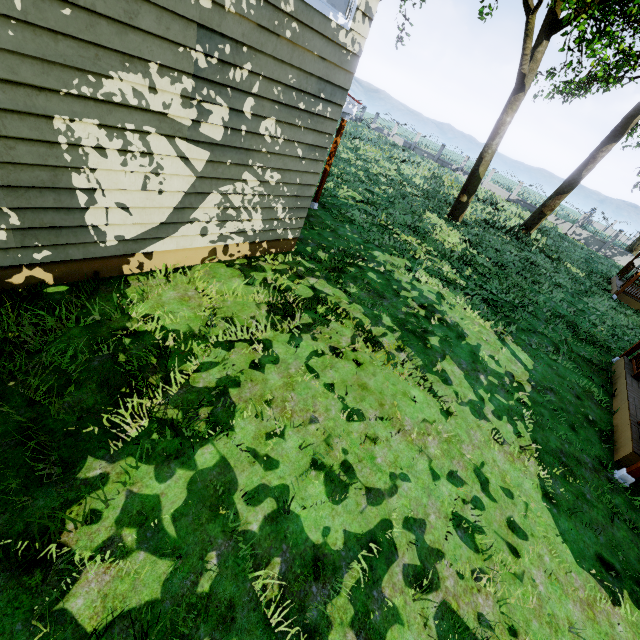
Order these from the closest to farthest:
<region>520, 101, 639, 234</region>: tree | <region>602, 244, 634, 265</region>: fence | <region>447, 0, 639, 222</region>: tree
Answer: <region>447, 0, 639, 222</region>: tree, <region>520, 101, 639, 234</region>: tree, <region>602, 244, 634, 265</region>: fence

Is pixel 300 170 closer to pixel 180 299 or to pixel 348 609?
pixel 180 299

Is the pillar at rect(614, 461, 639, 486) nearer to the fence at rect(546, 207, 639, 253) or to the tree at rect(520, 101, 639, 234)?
the tree at rect(520, 101, 639, 234)

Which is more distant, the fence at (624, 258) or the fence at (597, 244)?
the fence at (597, 244)

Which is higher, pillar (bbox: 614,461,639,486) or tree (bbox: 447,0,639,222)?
tree (bbox: 447,0,639,222)

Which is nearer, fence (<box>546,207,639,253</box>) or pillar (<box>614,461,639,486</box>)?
pillar (<box>614,461,639,486</box>)

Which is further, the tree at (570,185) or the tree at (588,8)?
the tree at (570,185)

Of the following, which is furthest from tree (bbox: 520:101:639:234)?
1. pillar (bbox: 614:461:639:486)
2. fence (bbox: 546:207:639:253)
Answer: pillar (bbox: 614:461:639:486)
